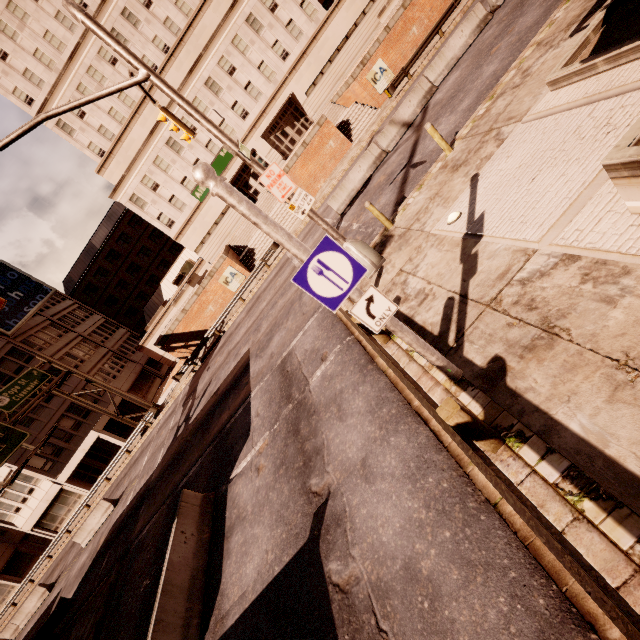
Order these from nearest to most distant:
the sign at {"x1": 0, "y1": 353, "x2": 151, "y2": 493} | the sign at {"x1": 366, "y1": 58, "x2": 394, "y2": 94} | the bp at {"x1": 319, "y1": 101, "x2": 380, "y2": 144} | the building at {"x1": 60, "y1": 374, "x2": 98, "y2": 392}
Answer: the sign at {"x1": 0, "y1": 353, "x2": 151, "y2": 493}, the sign at {"x1": 366, "y1": 58, "x2": 394, "y2": 94}, the bp at {"x1": 319, "y1": 101, "x2": 380, "y2": 144}, the building at {"x1": 60, "y1": 374, "x2": 98, "y2": 392}

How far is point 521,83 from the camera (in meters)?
9.30

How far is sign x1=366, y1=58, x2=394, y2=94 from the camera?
25.38m

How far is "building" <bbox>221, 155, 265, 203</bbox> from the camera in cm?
3488

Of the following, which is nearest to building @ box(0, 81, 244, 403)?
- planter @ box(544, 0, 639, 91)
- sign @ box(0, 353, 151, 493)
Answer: sign @ box(0, 353, 151, 493)

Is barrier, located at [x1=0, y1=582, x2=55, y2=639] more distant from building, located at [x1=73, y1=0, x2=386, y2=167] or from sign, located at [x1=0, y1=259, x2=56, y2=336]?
sign, located at [x1=0, y1=259, x2=56, y2=336]

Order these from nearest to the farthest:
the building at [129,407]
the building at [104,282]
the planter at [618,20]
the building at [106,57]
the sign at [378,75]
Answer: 1. the planter at [618,20]
2. the sign at [378,75]
3. the building at [106,57]
4. the building at [104,282]
5. the building at [129,407]

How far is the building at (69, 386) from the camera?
34.06m
